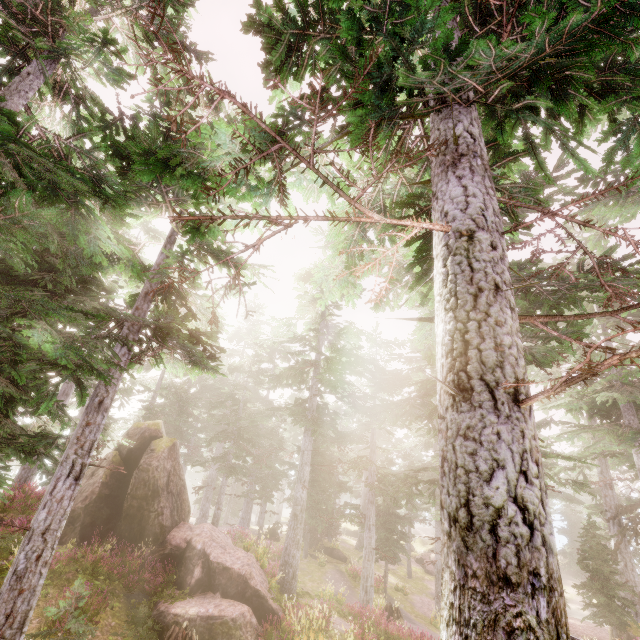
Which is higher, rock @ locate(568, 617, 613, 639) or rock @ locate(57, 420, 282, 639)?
rock @ locate(57, 420, 282, 639)

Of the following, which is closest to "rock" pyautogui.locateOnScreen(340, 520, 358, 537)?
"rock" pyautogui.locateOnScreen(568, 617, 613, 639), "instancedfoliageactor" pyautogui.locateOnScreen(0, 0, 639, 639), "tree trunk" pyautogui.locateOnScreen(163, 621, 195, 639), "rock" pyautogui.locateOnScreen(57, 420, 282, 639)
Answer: "instancedfoliageactor" pyautogui.locateOnScreen(0, 0, 639, 639)

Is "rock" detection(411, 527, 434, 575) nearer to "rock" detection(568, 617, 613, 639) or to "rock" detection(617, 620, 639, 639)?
"rock" detection(568, 617, 613, 639)

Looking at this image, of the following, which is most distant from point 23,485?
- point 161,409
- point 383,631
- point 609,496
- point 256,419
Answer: point 609,496

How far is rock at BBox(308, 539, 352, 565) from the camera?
26.61m

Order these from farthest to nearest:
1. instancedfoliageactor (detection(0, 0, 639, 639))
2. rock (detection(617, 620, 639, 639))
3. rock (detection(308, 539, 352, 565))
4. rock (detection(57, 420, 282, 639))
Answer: rock (detection(308, 539, 352, 565))
rock (detection(617, 620, 639, 639))
rock (detection(57, 420, 282, 639))
instancedfoliageactor (detection(0, 0, 639, 639))

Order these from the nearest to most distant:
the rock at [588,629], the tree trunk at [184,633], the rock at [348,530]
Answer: the tree trunk at [184,633], the rock at [588,629], the rock at [348,530]

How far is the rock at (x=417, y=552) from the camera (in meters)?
32.06
